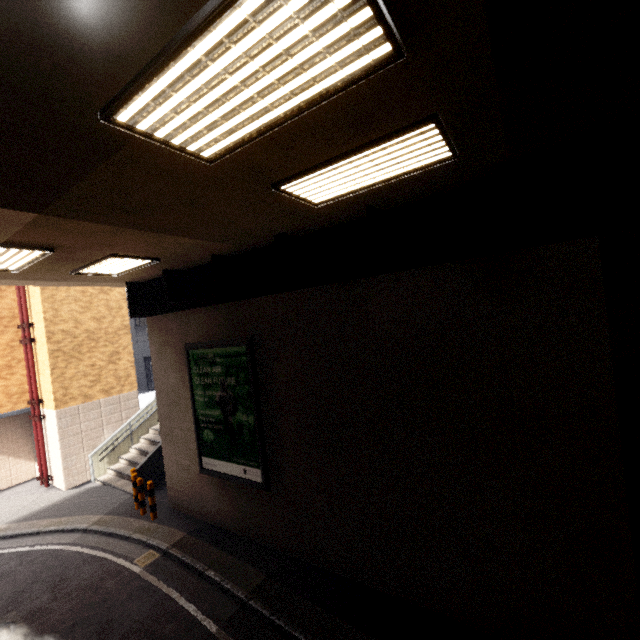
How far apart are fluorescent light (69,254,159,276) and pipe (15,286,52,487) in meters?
7.4

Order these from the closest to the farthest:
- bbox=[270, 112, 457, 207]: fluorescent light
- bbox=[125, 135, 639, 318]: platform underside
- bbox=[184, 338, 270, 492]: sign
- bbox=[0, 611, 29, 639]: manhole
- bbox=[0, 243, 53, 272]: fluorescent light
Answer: bbox=[270, 112, 457, 207]: fluorescent light < bbox=[125, 135, 639, 318]: platform underside < bbox=[0, 243, 53, 272]: fluorescent light < bbox=[0, 611, 29, 639]: manhole < bbox=[184, 338, 270, 492]: sign

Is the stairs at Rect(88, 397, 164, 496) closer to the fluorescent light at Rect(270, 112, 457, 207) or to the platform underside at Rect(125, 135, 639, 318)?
the platform underside at Rect(125, 135, 639, 318)

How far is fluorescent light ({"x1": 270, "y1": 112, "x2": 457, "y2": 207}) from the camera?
3.1m

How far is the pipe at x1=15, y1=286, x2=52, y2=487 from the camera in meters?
12.3 m

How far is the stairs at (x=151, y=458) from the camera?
11.07m

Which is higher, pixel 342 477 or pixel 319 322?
pixel 319 322

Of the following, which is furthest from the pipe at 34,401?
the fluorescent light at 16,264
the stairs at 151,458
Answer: the fluorescent light at 16,264
